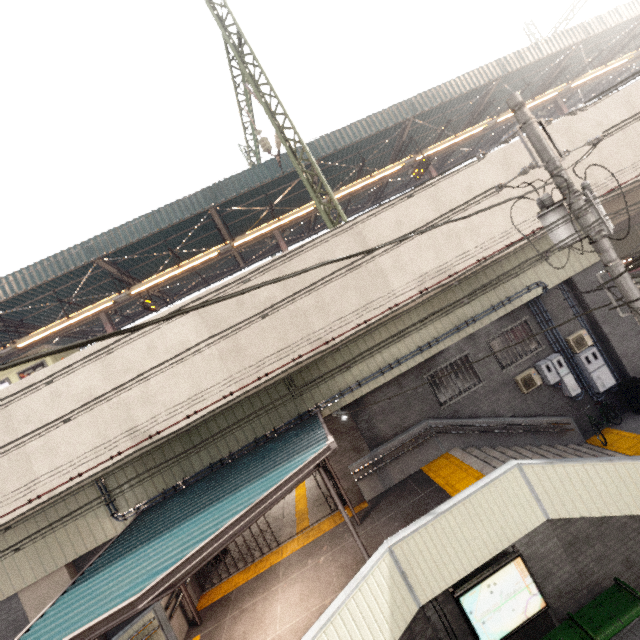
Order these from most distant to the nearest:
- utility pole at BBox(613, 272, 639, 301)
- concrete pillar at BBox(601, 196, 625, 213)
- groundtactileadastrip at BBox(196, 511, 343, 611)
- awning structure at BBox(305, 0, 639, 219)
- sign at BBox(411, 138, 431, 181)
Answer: sign at BBox(411, 138, 431, 181)
awning structure at BBox(305, 0, 639, 219)
concrete pillar at BBox(601, 196, 625, 213)
groundtactileadastrip at BBox(196, 511, 343, 611)
utility pole at BBox(613, 272, 639, 301)

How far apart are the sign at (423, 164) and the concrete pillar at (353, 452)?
11.9m

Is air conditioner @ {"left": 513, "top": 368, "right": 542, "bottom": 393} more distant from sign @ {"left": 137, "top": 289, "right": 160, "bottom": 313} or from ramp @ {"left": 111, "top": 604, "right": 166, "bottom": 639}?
sign @ {"left": 137, "top": 289, "right": 160, "bottom": 313}

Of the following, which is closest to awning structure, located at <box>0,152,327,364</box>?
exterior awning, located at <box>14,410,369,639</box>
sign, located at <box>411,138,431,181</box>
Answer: sign, located at <box>411,138,431,181</box>

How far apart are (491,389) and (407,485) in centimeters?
441cm

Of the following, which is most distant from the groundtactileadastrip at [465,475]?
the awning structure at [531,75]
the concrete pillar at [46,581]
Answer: the awning structure at [531,75]

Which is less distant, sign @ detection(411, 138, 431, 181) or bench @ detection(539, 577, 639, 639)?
bench @ detection(539, 577, 639, 639)

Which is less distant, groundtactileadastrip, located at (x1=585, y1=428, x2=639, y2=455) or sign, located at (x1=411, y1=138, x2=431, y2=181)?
groundtactileadastrip, located at (x1=585, y1=428, x2=639, y2=455)
